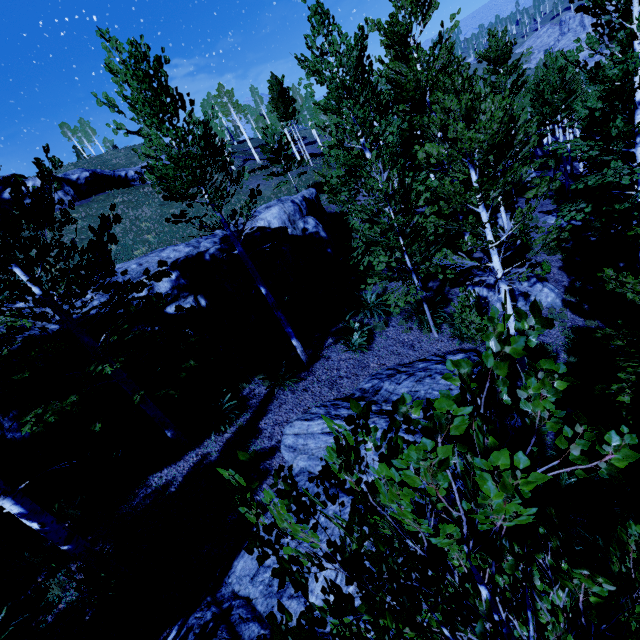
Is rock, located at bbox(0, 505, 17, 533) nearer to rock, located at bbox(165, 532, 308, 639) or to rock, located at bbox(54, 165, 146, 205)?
rock, located at bbox(165, 532, 308, 639)

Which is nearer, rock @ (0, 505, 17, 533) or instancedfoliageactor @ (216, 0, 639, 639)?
instancedfoliageactor @ (216, 0, 639, 639)

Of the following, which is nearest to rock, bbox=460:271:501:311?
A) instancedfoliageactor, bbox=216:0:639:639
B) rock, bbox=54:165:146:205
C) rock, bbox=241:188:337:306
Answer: instancedfoliageactor, bbox=216:0:639:639

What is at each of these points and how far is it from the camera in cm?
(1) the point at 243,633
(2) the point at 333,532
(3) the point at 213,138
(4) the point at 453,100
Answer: (1) rock, 492
(2) rock, 573
(3) instancedfoliageactor, 3484
(4) instancedfoliageactor, 612

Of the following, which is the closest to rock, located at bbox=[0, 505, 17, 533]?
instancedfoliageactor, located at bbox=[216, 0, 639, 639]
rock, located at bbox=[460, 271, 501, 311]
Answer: instancedfoliageactor, located at bbox=[216, 0, 639, 639]

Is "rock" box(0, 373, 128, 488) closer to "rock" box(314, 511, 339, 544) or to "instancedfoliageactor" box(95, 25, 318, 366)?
"instancedfoliageactor" box(95, 25, 318, 366)

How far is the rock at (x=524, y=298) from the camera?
12.23m

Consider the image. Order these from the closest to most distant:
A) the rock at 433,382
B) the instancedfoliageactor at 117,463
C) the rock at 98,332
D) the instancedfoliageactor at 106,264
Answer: the instancedfoliageactor at 117,463, the instancedfoliageactor at 106,264, the rock at 433,382, the rock at 98,332
